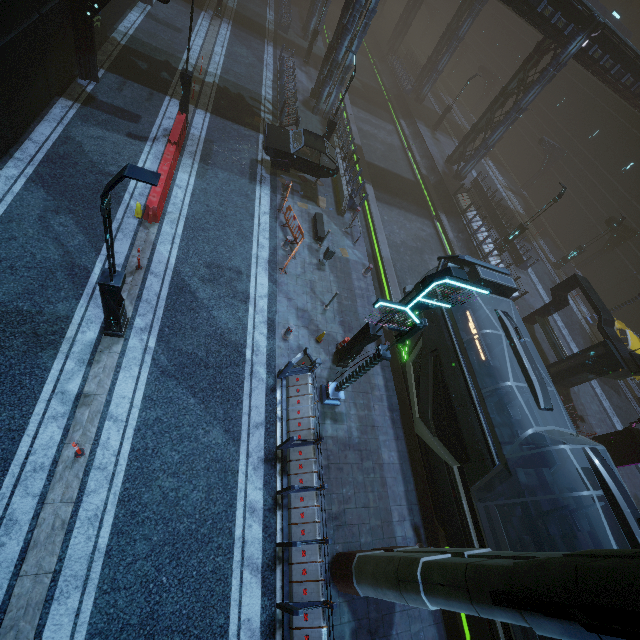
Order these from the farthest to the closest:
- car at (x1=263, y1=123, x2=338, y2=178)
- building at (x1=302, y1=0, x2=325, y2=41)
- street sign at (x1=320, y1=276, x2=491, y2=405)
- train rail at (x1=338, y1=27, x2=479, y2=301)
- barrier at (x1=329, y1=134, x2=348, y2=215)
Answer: building at (x1=302, y1=0, x2=325, y2=41) < train rail at (x1=338, y1=27, x2=479, y2=301) < barrier at (x1=329, y1=134, x2=348, y2=215) < car at (x1=263, y1=123, x2=338, y2=178) < street sign at (x1=320, y1=276, x2=491, y2=405)

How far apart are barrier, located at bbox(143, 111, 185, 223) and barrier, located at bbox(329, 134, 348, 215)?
8.20m

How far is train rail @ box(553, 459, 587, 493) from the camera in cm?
1452

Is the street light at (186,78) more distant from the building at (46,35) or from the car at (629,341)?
the car at (629,341)

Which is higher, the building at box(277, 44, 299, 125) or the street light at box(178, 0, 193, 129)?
the street light at box(178, 0, 193, 129)

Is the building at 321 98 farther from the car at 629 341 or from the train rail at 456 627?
Answer: the car at 629 341

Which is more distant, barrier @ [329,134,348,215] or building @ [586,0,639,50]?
building @ [586,0,639,50]

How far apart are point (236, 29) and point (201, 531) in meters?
34.2
